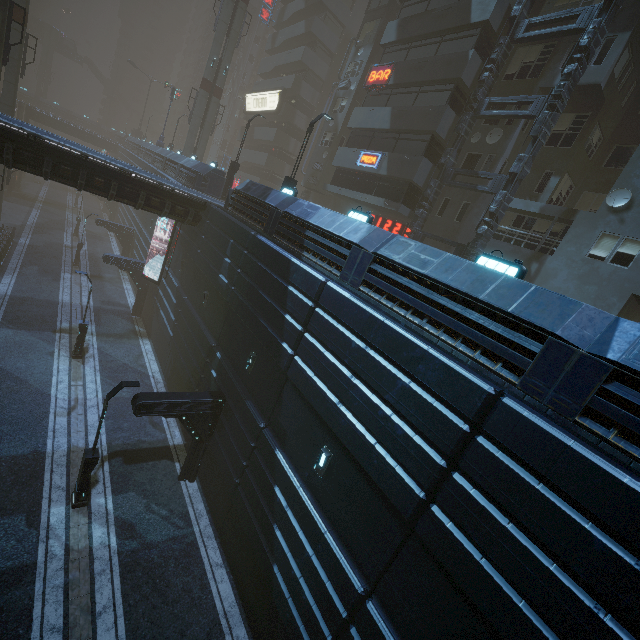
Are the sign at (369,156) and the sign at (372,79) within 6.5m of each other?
yes

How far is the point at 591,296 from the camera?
15.2m

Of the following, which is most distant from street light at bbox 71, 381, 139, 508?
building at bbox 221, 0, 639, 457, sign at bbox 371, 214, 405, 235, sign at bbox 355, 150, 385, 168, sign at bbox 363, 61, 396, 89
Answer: sign at bbox 363, 61, 396, 89

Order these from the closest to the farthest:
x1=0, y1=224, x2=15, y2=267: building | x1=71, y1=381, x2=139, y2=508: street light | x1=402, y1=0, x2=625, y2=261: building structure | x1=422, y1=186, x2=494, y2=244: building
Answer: x1=71, y1=381, x2=139, y2=508: street light, x1=402, y1=0, x2=625, y2=261: building structure, x1=422, y1=186, x2=494, y2=244: building, x1=0, y1=224, x2=15, y2=267: building

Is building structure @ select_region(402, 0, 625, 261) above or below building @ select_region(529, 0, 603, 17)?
below

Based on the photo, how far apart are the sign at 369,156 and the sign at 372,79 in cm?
437

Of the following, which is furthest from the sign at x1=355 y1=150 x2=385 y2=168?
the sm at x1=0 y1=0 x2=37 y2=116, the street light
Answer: the sm at x1=0 y1=0 x2=37 y2=116

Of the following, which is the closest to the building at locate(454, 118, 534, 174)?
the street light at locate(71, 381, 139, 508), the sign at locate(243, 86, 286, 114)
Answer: the sign at locate(243, 86, 286, 114)
